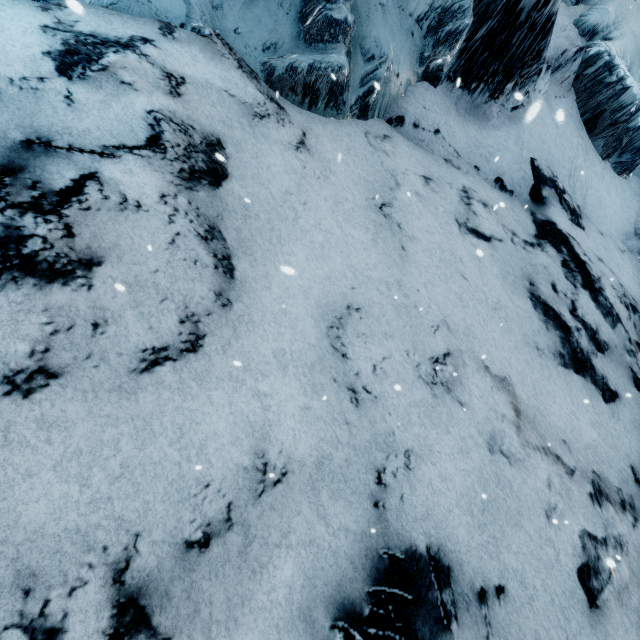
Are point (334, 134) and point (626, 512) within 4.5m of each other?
no
